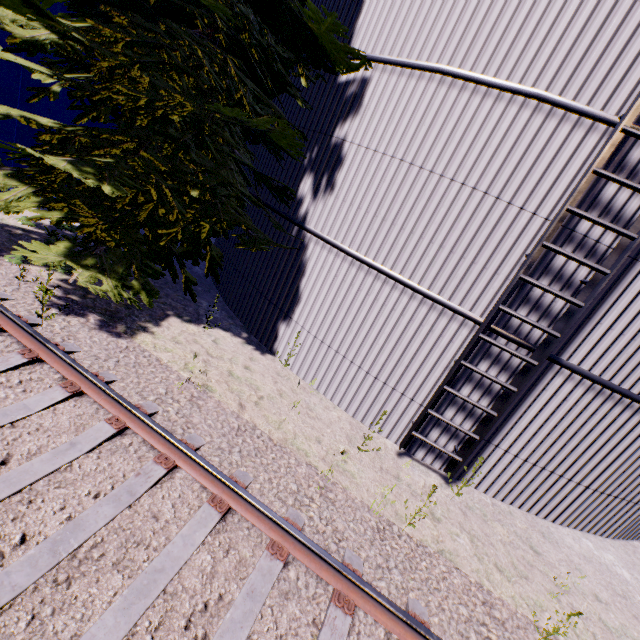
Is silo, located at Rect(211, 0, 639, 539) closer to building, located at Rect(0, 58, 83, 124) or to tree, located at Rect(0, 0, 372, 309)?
tree, located at Rect(0, 0, 372, 309)

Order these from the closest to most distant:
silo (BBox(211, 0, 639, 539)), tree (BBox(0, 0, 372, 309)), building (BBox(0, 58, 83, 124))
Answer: silo (BBox(211, 0, 639, 539)) < tree (BBox(0, 0, 372, 309)) < building (BBox(0, 58, 83, 124))

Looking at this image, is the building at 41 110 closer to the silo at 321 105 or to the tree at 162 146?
the tree at 162 146

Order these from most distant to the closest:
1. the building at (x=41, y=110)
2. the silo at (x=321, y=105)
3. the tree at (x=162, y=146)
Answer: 1. the building at (x=41, y=110)
2. the tree at (x=162, y=146)
3. the silo at (x=321, y=105)

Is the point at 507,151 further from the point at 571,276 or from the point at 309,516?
the point at 309,516

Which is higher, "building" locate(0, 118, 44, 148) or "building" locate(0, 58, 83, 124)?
"building" locate(0, 58, 83, 124)

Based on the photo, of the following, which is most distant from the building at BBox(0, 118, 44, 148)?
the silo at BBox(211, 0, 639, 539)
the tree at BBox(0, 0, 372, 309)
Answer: the silo at BBox(211, 0, 639, 539)
